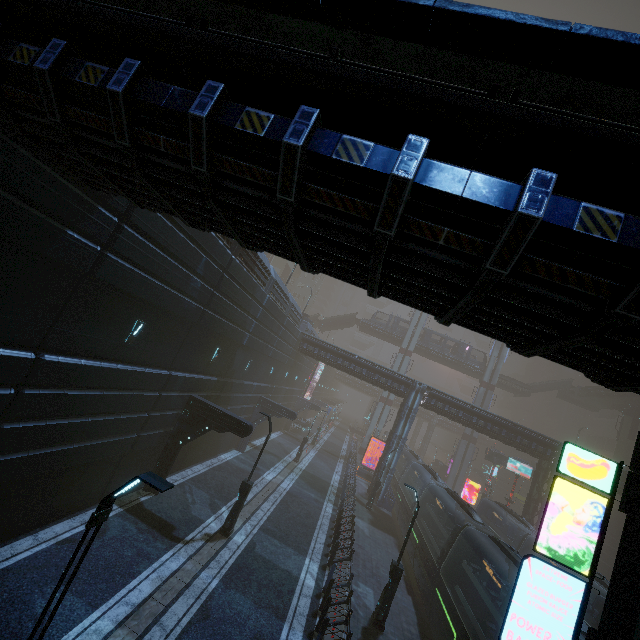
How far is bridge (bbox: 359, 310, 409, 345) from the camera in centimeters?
Answer: 5738cm

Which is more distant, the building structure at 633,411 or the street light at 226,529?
the building structure at 633,411

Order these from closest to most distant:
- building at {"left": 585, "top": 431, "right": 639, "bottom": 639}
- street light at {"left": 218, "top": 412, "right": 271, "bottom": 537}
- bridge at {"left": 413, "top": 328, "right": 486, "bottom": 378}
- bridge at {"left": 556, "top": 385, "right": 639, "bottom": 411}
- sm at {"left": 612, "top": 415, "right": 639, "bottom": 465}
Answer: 1. building at {"left": 585, "top": 431, "right": 639, "bottom": 639}
2. street light at {"left": 218, "top": 412, "right": 271, "bottom": 537}
3. sm at {"left": 612, "top": 415, "right": 639, "bottom": 465}
4. bridge at {"left": 556, "top": 385, "right": 639, "bottom": 411}
5. bridge at {"left": 413, "top": 328, "right": 486, "bottom": 378}

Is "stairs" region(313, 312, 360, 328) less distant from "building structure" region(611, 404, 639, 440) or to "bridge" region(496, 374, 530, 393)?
"bridge" region(496, 374, 530, 393)

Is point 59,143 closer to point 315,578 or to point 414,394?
Result: point 315,578

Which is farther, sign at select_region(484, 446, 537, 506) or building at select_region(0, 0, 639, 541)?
sign at select_region(484, 446, 537, 506)

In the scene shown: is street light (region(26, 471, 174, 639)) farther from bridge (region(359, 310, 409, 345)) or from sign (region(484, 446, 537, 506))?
bridge (region(359, 310, 409, 345))

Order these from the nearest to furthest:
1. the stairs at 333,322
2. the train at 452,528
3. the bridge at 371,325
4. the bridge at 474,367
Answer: the train at 452,528
the bridge at 474,367
the bridge at 371,325
the stairs at 333,322
